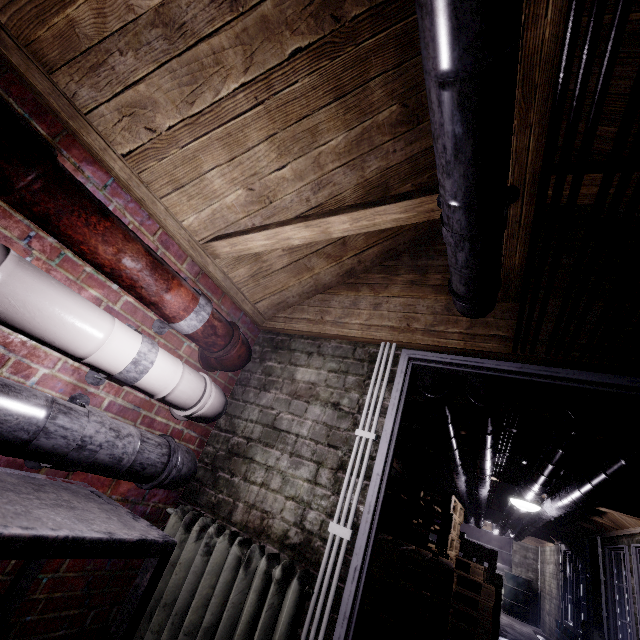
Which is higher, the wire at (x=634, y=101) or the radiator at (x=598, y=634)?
the wire at (x=634, y=101)

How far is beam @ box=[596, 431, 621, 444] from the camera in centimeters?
242cm

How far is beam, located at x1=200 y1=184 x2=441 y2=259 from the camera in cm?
132

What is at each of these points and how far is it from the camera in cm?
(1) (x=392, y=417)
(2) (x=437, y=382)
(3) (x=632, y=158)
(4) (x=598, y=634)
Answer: (1) door, 162
(2) pipe, 186
(3) wire, 72
(4) radiator, 454

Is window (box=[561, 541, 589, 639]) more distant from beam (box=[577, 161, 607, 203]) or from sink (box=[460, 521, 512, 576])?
sink (box=[460, 521, 512, 576])

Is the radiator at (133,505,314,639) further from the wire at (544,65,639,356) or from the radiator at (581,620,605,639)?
the radiator at (581,620,605,639)

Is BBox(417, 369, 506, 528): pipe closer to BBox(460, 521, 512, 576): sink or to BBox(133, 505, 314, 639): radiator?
Result: BBox(460, 521, 512, 576): sink

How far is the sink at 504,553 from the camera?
10.42m
